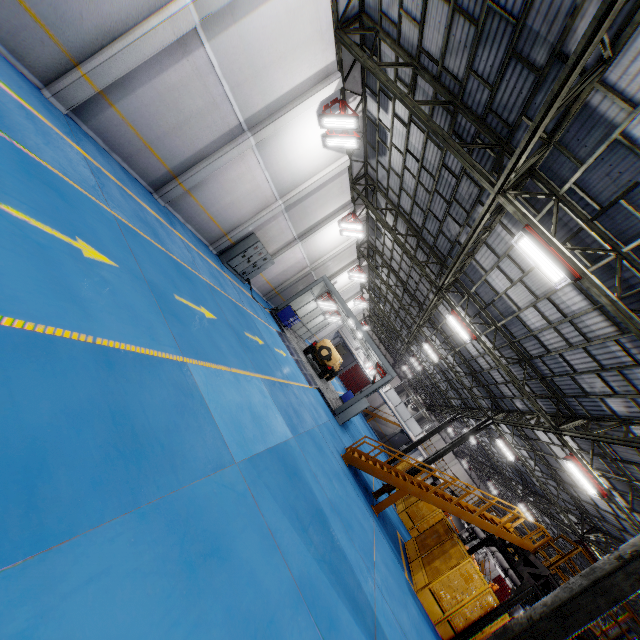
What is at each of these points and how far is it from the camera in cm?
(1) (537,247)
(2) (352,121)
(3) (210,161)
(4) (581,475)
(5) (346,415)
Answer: (1) light, 747
(2) light, 1241
(3) cement column, 1145
(4) light, 1259
(5) cabinet, 1919

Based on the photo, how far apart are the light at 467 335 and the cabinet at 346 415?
6.9 meters

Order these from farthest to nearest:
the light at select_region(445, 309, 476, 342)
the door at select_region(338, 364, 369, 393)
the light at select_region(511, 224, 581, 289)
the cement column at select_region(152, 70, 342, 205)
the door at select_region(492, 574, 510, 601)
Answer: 1. the door at select_region(338, 364, 369, 393)
2. the door at select_region(492, 574, 510, 601)
3. the light at select_region(445, 309, 476, 342)
4. the cement column at select_region(152, 70, 342, 205)
5. the light at select_region(511, 224, 581, 289)

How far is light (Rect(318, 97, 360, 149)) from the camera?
12.4m

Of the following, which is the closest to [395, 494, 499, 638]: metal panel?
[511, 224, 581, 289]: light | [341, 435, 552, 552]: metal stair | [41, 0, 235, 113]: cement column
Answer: [341, 435, 552, 552]: metal stair

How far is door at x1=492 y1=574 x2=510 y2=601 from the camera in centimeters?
4254cm

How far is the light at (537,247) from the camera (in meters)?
7.29

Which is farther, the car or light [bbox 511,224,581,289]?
the car
